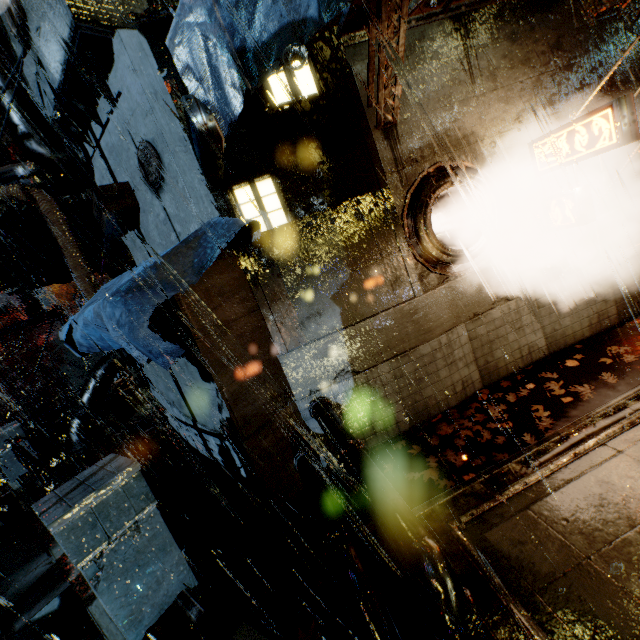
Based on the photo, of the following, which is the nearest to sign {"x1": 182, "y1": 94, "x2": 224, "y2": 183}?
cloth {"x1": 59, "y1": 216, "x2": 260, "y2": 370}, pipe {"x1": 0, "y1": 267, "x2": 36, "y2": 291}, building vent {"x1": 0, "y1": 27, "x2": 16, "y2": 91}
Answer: cloth {"x1": 59, "y1": 216, "x2": 260, "y2": 370}

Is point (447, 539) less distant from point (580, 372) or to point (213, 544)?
point (213, 544)

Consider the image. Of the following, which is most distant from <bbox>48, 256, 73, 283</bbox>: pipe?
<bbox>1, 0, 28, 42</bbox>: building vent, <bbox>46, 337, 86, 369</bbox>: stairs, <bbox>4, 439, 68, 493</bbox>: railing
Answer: <bbox>46, 337, 86, 369</bbox>: stairs

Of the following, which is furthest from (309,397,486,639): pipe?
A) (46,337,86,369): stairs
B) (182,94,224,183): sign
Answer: (46,337,86,369): stairs

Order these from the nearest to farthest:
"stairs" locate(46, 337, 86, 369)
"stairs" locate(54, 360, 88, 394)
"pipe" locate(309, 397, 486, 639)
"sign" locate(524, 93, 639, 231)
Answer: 1. "pipe" locate(309, 397, 486, 639)
2. "sign" locate(524, 93, 639, 231)
3. "stairs" locate(54, 360, 88, 394)
4. "stairs" locate(46, 337, 86, 369)

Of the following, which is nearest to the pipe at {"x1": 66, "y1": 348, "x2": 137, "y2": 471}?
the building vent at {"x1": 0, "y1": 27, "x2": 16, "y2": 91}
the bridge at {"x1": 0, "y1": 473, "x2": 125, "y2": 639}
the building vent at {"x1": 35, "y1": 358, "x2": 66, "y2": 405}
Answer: the bridge at {"x1": 0, "y1": 473, "x2": 125, "y2": 639}

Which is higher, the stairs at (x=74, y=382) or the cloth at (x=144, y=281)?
the cloth at (x=144, y=281)

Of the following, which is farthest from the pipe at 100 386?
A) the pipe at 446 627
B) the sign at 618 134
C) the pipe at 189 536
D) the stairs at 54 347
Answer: the stairs at 54 347
